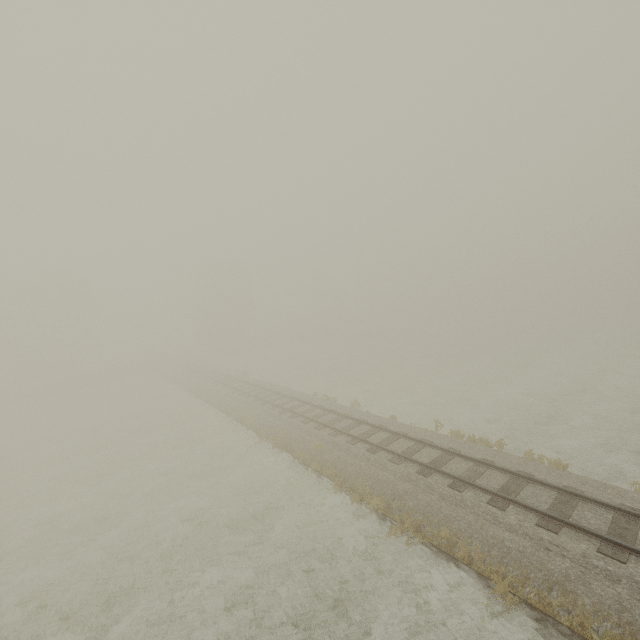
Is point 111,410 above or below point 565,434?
below
